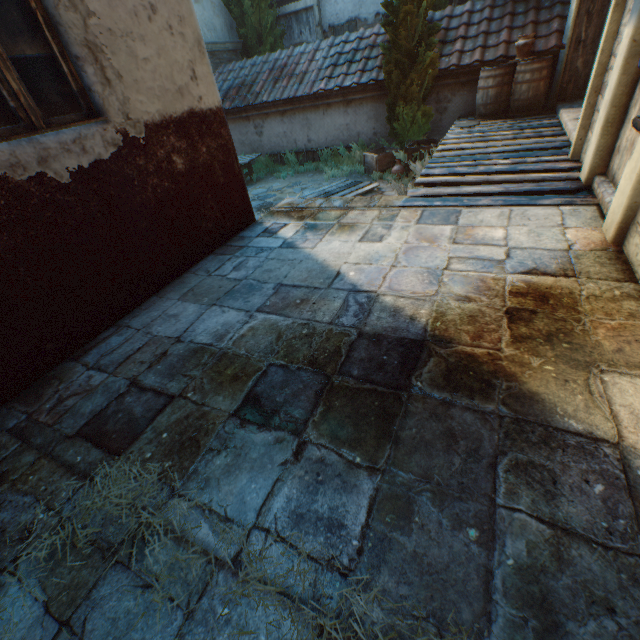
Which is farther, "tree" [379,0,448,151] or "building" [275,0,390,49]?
"building" [275,0,390,49]

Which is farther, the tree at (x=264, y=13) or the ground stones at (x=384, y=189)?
the tree at (x=264, y=13)

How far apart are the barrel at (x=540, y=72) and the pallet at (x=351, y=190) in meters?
2.8 m

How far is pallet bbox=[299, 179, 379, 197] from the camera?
7.74m

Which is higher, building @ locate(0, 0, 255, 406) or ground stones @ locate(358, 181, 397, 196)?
building @ locate(0, 0, 255, 406)

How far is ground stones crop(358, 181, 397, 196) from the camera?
7.5 meters

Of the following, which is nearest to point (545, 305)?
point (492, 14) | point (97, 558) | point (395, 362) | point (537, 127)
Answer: point (395, 362)

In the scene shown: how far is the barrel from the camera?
6.7m
